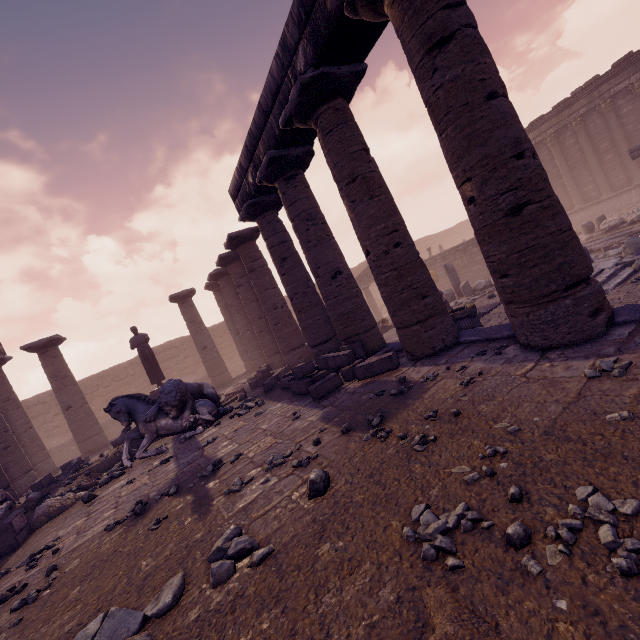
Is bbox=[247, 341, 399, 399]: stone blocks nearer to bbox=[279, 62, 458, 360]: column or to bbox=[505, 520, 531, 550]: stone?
bbox=[279, 62, 458, 360]: column

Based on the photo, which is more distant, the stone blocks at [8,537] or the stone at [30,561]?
the stone blocks at [8,537]

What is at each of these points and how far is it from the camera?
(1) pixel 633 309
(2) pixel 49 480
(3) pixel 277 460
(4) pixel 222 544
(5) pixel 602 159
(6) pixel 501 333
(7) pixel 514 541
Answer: (1) building base, 3.9 meters
(2) stone blocks, 10.0 meters
(3) stone, 4.4 meters
(4) rocks, 2.9 meters
(5) building, 19.1 meters
(6) building base, 5.3 meters
(7) stone, 1.8 meters

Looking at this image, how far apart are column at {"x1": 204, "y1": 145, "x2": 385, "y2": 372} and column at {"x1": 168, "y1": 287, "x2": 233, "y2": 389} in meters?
7.7 m

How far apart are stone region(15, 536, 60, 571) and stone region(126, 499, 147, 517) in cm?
98

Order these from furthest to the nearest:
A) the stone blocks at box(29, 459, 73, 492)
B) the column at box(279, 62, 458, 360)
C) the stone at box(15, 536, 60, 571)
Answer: the stone blocks at box(29, 459, 73, 492)
the column at box(279, 62, 458, 360)
the stone at box(15, 536, 60, 571)

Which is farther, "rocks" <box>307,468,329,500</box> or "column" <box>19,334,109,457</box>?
"column" <box>19,334,109,457</box>

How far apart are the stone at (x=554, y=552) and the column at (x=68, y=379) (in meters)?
17.22
